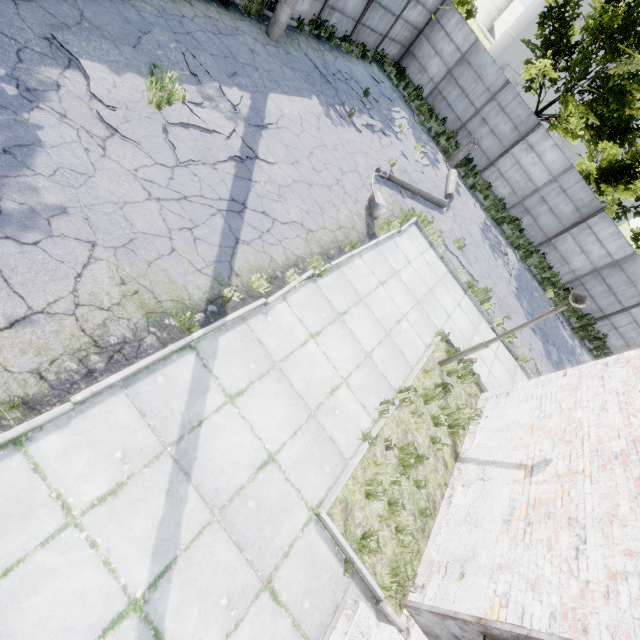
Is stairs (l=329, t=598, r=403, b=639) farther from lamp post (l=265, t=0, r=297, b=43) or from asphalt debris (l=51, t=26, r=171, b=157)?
lamp post (l=265, t=0, r=297, b=43)

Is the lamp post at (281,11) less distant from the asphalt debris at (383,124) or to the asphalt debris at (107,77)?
the asphalt debris at (383,124)

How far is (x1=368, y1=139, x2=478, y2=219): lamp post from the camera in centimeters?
901cm

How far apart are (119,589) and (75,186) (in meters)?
5.03

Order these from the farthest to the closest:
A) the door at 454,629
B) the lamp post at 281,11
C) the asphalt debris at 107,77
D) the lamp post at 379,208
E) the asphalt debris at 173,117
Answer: the lamp post at 281,11 < the lamp post at 379,208 < the asphalt debris at 173,117 < the asphalt debris at 107,77 < the door at 454,629

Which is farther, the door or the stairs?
the stairs

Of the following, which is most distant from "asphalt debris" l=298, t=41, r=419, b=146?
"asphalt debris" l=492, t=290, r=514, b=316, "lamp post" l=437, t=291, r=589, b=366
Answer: "lamp post" l=437, t=291, r=589, b=366

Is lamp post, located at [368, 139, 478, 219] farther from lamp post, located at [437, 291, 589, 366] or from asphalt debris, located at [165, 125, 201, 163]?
lamp post, located at [437, 291, 589, 366]
